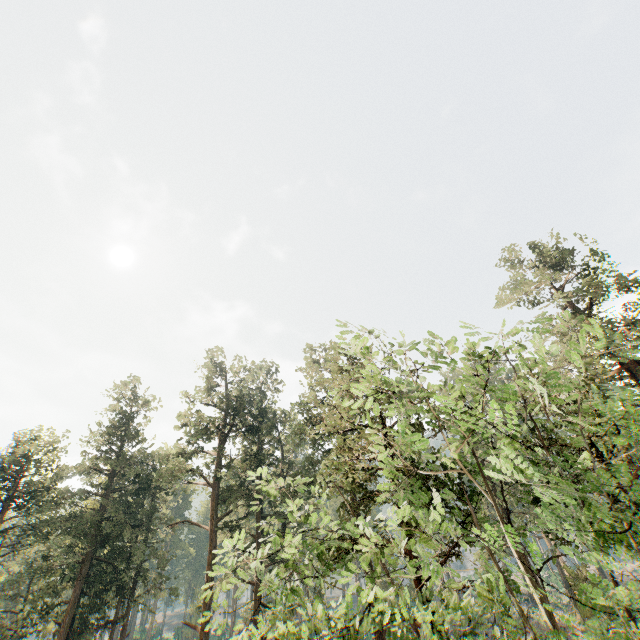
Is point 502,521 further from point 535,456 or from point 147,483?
point 535,456
